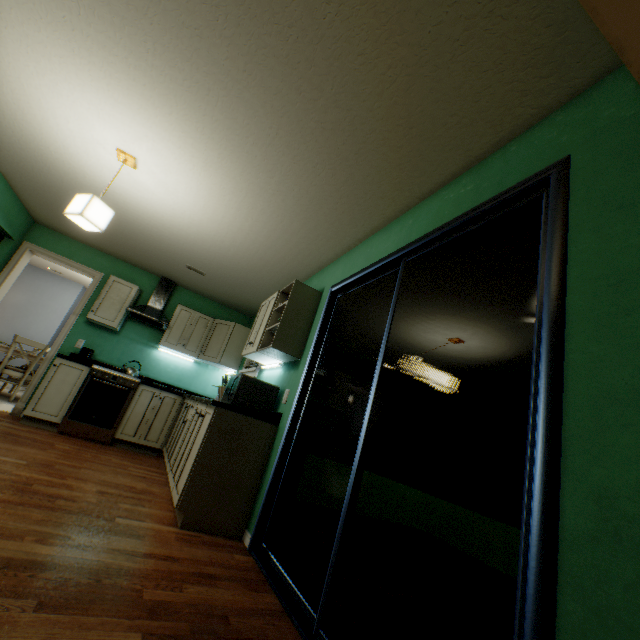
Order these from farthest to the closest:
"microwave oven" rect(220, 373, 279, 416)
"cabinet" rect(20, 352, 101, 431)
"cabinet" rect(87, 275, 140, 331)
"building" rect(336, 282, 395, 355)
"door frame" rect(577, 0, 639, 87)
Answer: "cabinet" rect(87, 275, 140, 331)
"cabinet" rect(20, 352, 101, 431)
"building" rect(336, 282, 395, 355)
"microwave oven" rect(220, 373, 279, 416)
"door frame" rect(577, 0, 639, 87)

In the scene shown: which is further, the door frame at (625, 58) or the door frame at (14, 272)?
the door frame at (14, 272)

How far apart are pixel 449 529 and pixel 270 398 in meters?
7.5

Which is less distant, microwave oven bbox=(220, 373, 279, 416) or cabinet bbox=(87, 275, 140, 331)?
microwave oven bbox=(220, 373, 279, 416)

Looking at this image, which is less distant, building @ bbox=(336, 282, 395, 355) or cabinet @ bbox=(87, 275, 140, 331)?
building @ bbox=(336, 282, 395, 355)

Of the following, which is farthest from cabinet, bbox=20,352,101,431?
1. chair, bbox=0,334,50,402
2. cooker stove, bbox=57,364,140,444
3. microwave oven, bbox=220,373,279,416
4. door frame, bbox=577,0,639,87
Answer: door frame, bbox=577,0,639,87

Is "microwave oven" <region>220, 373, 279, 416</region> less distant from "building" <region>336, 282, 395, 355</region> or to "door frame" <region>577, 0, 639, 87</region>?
"building" <region>336, 282, 395, 355</region>

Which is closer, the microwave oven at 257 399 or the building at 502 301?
the building at 502 301
